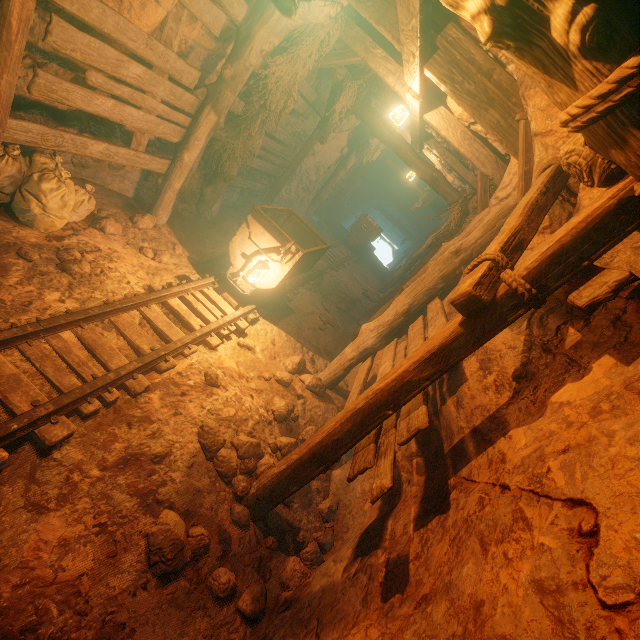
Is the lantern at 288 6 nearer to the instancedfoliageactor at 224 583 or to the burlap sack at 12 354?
the burlap sack at 12 354

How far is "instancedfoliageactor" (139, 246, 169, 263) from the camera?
4.80m

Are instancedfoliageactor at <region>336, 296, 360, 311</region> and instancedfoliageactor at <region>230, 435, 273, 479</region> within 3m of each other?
no

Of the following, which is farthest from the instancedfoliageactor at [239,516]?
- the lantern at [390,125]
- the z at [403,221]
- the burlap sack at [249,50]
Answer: the z at [403,221]

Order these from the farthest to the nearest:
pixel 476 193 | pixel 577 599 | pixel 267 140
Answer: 1. pixel 267 140
2. pixel 476 193
3. pixel 577 599

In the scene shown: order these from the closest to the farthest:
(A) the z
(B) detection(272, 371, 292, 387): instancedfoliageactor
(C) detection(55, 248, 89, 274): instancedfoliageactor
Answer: (C) detection(55, 248, 89, 274): instancedfoliageactor → (B) detection(272, 371, 292, 387): instancedfoliageactor → (A) the z

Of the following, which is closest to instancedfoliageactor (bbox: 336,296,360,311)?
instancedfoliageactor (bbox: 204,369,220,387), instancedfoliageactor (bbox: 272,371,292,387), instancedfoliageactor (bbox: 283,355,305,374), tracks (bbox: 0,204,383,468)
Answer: tracks (bbox: 0,204,383,468)

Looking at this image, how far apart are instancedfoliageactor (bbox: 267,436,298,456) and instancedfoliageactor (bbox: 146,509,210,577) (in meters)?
0.26
